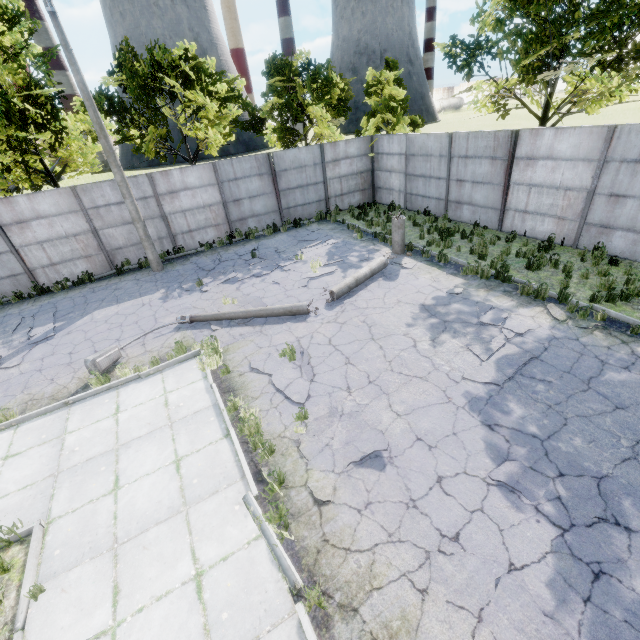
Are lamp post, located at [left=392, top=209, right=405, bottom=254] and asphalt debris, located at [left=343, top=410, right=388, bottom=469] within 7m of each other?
no

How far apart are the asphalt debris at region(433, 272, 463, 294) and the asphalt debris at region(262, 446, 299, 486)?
5.3 meters

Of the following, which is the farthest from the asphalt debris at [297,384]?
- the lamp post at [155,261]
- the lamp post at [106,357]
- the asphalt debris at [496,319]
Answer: the lamp post at [155,261]

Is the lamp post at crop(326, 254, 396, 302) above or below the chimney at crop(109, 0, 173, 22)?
below

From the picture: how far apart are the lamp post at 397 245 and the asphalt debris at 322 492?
8.0m

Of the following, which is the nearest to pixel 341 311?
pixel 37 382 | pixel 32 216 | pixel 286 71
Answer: pixel 37 382

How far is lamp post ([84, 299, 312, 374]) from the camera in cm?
795

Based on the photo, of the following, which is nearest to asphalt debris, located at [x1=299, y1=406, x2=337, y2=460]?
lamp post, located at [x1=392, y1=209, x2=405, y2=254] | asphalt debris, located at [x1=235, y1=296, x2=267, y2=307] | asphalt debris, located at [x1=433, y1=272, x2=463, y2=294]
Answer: asphalt debris, located at [x1=235, y1=296, x2=267, y2=307]
